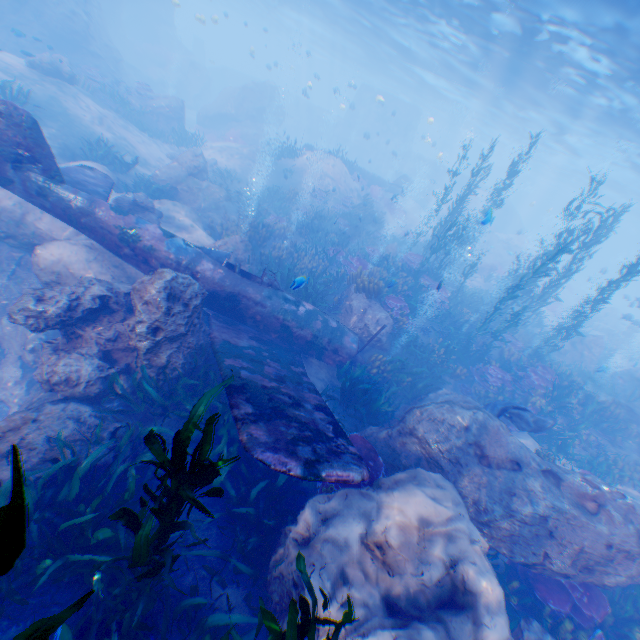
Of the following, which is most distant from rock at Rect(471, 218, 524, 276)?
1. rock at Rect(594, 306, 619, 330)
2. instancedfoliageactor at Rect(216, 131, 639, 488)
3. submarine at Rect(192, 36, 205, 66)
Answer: submarine at Rect(192, 36, 205, 66)

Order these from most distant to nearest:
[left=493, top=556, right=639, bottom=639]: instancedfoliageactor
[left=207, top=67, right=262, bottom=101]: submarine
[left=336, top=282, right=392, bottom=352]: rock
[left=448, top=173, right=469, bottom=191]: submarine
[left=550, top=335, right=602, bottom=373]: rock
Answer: [left=207, top=67, right=262, bottom=101]: submarine → [left=448, top=173, right=469, bottom=191]: submarine → [left=550, top=335, right=602, bottom=373]: rock → [left=336, top=282, right=392, bottom=352]: rock → [left=493, top=556, right=639, bottom=639]: instancedfoliageactor

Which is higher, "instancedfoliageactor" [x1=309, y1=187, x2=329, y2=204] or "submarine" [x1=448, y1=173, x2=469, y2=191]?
"submarine" [x1=448, y1=173, x2=469, y2=191]

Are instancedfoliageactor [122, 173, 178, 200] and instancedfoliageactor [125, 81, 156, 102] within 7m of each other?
no

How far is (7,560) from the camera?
0.45m

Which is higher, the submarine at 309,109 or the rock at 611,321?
the submarine at 309,109

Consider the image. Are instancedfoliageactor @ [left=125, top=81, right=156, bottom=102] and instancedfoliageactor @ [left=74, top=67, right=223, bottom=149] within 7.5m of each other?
yes

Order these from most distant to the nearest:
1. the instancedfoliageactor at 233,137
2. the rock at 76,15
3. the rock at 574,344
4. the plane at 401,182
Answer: the plane at 401,182
the instancedfoliageactor at 233,137
the rock at 574,344
the rock at 76,15
